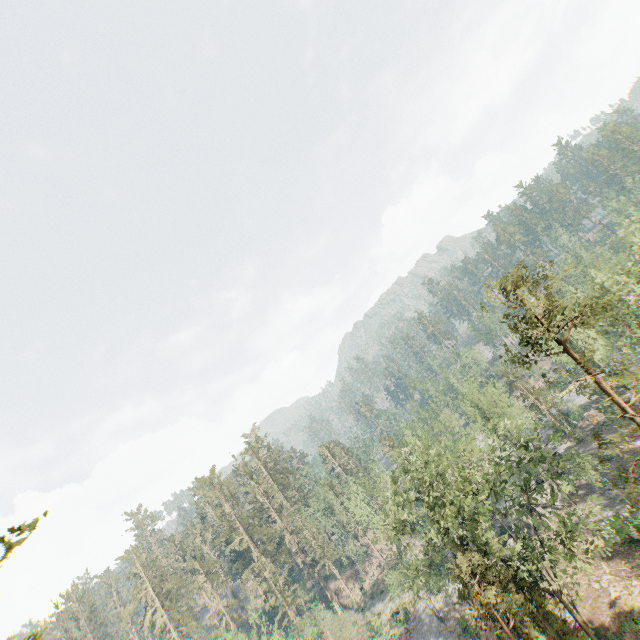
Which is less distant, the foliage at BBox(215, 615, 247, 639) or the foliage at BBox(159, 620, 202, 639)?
the foliage at BBox(215, 615, 247, 639)

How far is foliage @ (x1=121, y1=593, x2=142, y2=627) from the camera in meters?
57.7 m

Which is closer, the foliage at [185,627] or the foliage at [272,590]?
the foliage at [272,590]

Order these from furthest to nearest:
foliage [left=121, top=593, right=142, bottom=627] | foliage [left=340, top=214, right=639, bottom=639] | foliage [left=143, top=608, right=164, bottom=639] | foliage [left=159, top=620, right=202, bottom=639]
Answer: foliage [left=159, top=620, right=202, bottom=639] → foliage [left=121, top=593, right=142, bottom=627] → foliage [left=143, top=608, right=164, bottom=639] → foliage [left=340, top=214, right=639, bottom=639]

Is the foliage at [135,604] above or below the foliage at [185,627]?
above

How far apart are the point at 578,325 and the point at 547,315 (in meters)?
2.60
